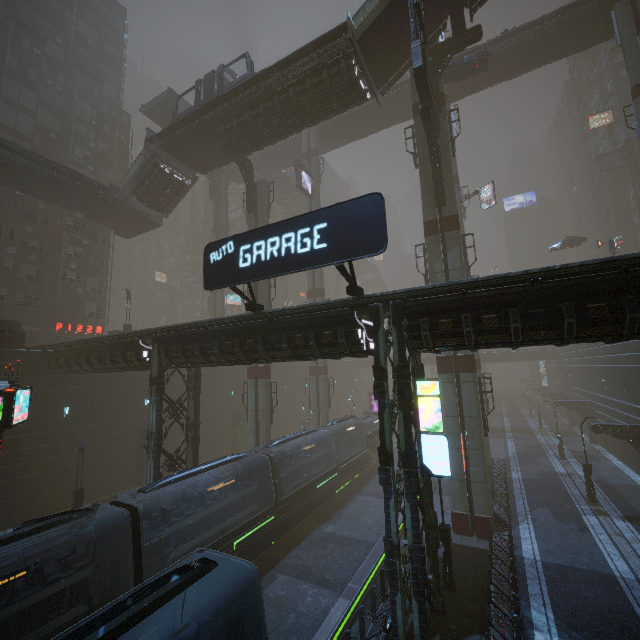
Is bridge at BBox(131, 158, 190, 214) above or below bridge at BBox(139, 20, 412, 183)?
below

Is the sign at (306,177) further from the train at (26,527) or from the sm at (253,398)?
the train at (26,527)

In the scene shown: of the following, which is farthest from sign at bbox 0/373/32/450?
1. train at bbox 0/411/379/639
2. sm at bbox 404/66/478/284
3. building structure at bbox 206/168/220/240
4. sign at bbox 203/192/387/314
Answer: building structure at bbox 206/168/220/240

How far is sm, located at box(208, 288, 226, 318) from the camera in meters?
44.7

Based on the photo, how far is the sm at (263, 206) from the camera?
29.0 meters

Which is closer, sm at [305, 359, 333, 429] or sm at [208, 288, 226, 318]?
sm at [305, 359, 333, 429]

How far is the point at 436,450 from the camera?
10.8m
